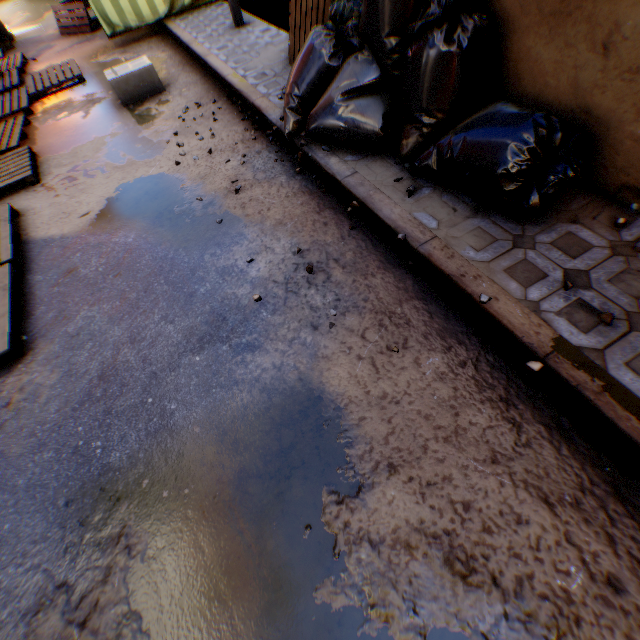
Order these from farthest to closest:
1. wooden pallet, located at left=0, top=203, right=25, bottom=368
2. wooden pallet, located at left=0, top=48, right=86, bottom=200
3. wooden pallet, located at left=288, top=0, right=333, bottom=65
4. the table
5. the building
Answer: the table → wooden pallet, located at left=0, top=48, right=86, bottom=200 → wooden pallet, located at left=288, top=0, right=333, bottom=65 → wooden pallet, located at left=0, top=203, right=25, bottom=368 → the building

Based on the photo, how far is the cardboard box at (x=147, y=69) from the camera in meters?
5.0

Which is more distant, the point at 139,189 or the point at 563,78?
the point at 139,189

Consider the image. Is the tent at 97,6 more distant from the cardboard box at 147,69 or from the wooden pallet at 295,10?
the wooden pallet at 295,10

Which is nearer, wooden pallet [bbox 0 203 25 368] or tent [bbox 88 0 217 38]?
wooden pallet [bbox 0 203 25 368]

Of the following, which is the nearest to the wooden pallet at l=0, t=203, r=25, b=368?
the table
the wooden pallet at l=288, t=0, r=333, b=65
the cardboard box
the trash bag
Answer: the trash bag

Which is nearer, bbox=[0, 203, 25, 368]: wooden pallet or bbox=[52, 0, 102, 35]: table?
bbox=[0, 203, 25, 368]: wooden pallet

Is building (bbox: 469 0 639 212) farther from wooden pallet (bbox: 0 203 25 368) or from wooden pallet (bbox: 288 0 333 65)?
wooden pallet (bbox: 0 203 25 368)
